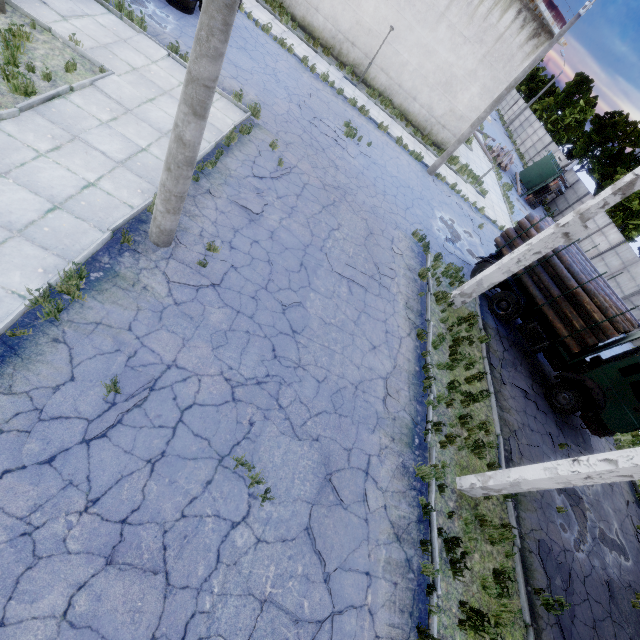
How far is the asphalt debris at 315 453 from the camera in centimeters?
574cm

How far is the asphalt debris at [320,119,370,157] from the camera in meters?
14.8

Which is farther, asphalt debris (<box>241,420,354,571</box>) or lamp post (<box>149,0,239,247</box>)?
asphalt debris (<box>241,420,354,571</box>)

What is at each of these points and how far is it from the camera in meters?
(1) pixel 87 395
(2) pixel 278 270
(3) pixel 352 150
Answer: (1) asphalt debris, 5.1
(2) asphalt debris, 8.7
(3) asphalt debris, 15.3

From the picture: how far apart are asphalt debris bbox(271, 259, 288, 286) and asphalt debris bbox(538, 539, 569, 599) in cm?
977

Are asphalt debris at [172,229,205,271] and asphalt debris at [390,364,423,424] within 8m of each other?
yes

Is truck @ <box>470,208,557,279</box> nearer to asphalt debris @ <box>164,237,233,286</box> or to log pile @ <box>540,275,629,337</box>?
log pile @ <box>540,275,629,337</box>

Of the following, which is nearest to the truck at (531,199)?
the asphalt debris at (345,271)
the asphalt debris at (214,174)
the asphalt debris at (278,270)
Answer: the asphalt debris at (345,271)
